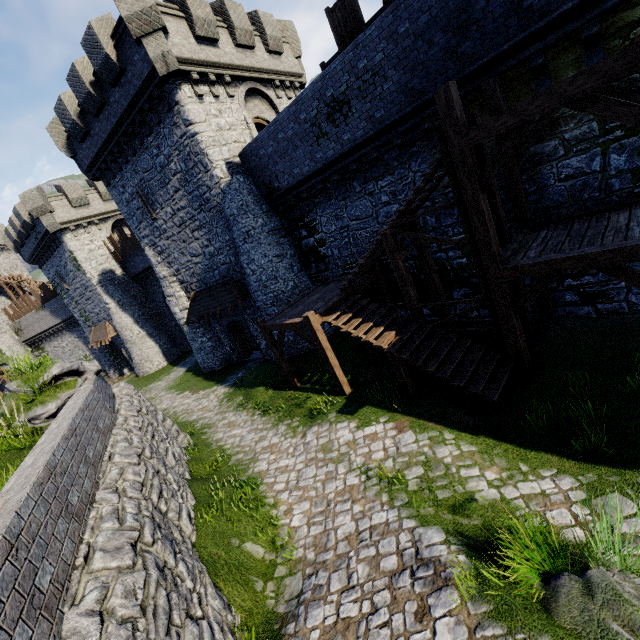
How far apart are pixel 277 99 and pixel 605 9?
16.0 meters

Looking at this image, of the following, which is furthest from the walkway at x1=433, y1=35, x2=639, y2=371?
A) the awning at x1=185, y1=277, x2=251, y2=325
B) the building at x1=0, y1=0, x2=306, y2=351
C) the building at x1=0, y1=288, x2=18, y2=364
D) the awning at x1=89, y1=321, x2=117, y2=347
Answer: the building at x1=0, y1=288, x2=18, y2=364

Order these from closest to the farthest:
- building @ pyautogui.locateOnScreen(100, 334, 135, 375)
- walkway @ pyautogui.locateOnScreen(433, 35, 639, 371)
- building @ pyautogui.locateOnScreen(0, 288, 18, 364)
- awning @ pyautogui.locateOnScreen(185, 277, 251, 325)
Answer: walkway @ pyautogui.locateOnScreen(433, 35, 639, 371) < awning @ pyautogui.locateOnScreen(185, 277, 251, 325) < building @ pyautogui.locateOnScreen(100, 334, 135, 375) < building @ pyautogui.locateOnScreen(0, 288, 18, 364)

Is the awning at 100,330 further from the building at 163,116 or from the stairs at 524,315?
the stairs at 524,315

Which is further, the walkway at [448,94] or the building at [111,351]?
the building at [111,351]

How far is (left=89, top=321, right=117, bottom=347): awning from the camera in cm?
2950

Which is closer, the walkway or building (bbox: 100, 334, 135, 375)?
the walkway

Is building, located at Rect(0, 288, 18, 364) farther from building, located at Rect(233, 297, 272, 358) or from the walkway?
the walkway
